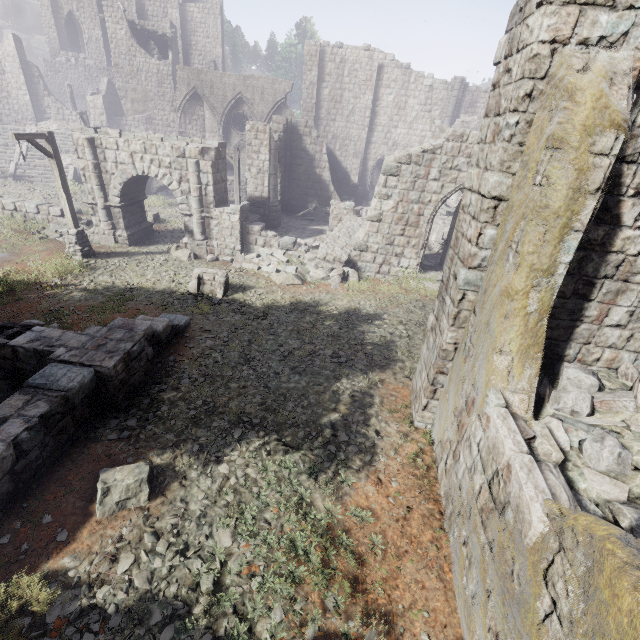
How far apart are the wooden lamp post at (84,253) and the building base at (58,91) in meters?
38.4 m

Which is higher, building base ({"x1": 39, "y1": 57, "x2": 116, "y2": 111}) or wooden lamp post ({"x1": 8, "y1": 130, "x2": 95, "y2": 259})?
building base ({"x1": 39, "y1": 57, "x2": 116, "y2": 111})

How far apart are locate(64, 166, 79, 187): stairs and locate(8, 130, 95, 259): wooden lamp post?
13.4 meters

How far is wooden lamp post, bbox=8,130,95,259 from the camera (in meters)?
11.33

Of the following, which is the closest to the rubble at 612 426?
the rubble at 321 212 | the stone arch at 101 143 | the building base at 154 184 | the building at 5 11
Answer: the stone arch at 101 143

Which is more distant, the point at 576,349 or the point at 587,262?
the point at 576,349

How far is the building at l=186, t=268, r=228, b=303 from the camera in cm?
1184

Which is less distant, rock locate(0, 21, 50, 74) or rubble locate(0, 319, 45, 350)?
rubble locate(0, 319, 45, 350)
